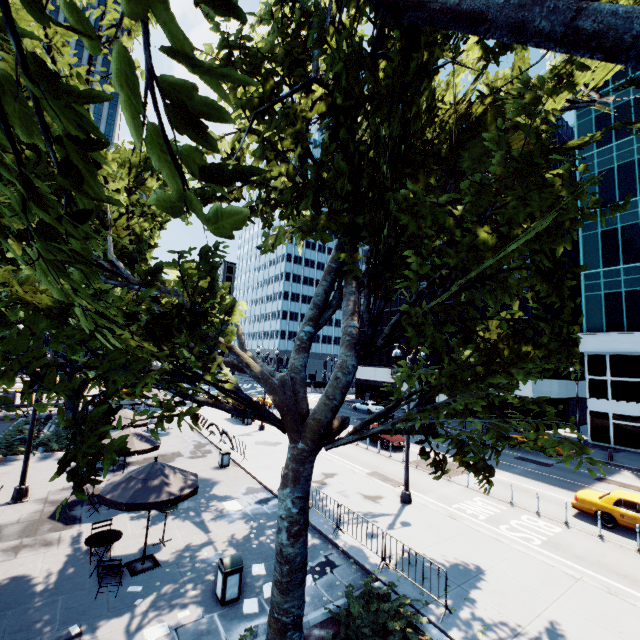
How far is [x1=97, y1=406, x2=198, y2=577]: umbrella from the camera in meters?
8.9 m

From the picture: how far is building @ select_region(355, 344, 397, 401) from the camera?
53.7 meters

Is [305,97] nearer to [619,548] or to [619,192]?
[619,548]

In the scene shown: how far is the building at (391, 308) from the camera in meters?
53.6 m

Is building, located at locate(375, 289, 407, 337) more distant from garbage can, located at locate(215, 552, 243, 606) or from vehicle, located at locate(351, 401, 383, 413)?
garbage can, located at locate(215, 552, 243, 606)

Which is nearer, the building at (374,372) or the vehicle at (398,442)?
the vehicle at (398,442)

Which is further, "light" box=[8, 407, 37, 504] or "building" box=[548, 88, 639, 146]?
"building" box=[548, 88, 639, 146]

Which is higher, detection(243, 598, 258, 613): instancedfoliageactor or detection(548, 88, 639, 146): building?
detection(548, 88, 639, 146): building
